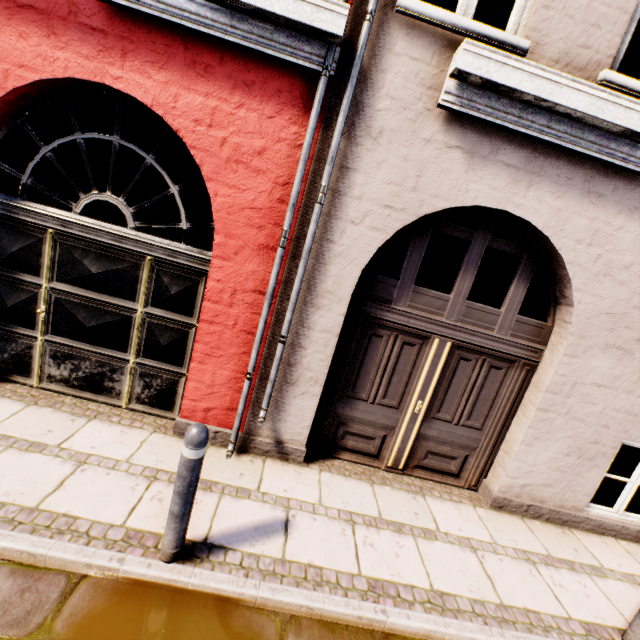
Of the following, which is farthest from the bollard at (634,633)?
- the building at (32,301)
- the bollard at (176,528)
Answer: the bollard at (176,528)

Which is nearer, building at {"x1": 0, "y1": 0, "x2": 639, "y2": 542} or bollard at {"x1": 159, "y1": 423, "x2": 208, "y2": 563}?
bollard at {"x1": 159, "y1": 423, "x2": 208, "y2": 563}

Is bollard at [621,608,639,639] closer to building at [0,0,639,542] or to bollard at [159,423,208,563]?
building at [0,0,639,542]

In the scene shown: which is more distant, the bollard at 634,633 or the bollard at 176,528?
the bollard at 634,633

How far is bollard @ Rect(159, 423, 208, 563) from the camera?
2.2m

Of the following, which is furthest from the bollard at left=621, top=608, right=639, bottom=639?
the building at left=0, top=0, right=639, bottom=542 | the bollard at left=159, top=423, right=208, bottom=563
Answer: the bollard at left=159, top=423, right=208, bottom=563

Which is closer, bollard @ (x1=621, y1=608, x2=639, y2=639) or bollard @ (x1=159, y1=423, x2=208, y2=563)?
bollard @ (x1=159, y1=423, x2=208, y2=563)

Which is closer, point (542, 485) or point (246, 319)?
point (246, 319)
